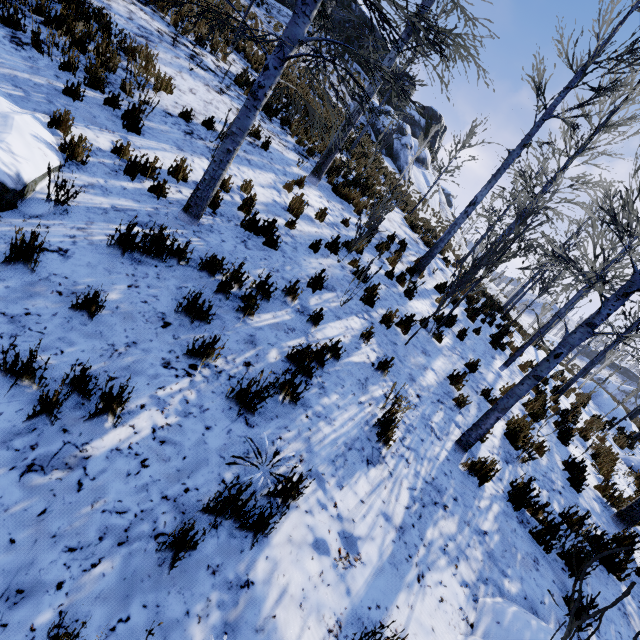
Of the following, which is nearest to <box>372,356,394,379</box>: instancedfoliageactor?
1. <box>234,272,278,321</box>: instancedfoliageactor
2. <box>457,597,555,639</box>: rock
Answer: <box>234,272,278,321</box>: instancedfoliageactor

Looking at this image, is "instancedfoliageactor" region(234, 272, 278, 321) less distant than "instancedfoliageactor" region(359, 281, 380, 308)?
Yes

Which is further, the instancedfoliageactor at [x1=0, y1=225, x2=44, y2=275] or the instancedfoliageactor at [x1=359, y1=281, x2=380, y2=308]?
the instancedfoliageactor at [x1=359, y1=281, x2=380, y2=308]

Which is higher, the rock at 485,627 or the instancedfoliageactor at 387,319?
the instancedfoliageactor at 387,319

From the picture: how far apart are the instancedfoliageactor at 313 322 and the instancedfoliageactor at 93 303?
2.6 meters

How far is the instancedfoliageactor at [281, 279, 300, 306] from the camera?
4.9 meters

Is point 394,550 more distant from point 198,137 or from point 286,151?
point 286,151

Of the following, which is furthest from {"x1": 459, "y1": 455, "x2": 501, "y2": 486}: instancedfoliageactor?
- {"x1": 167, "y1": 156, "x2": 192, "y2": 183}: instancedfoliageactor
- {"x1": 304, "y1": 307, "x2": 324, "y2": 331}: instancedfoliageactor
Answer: {"x1": 167, "y1": 156, "x2": 192, "y2": 183}: instancedfoliageactor
